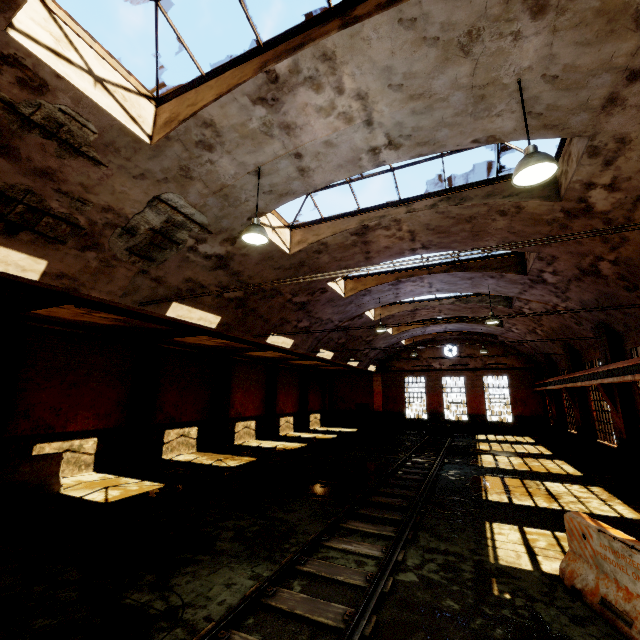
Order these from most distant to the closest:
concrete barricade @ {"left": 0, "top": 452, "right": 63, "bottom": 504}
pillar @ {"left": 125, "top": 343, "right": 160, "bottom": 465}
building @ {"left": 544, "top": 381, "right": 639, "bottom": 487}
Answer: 1. pillar @ {"left": 125, "top": 343, "right": 160, "bottom": 465}
2. building @ {"left": 544, "top": 381, "right": 639, "bottom": 487}
3. concrete barricade @ {"left": 0, "top": 452, "right": 63, "bottom": 504}

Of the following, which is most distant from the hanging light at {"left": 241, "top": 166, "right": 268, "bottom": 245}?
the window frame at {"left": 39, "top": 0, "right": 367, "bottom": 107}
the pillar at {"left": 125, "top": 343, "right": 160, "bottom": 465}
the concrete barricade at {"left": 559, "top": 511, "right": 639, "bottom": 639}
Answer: the pillar at {"left": 125, "top": 343, "right": 160, "bottom": 465}

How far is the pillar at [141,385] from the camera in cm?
1310

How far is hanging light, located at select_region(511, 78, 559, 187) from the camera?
4.2 meters

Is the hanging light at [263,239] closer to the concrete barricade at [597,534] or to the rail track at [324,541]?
the rail track at [324,541]

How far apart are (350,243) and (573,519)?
8.26m

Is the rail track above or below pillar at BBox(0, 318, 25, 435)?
below

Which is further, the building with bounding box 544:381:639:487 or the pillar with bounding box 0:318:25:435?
the building with bounding box 544:381:639:487
